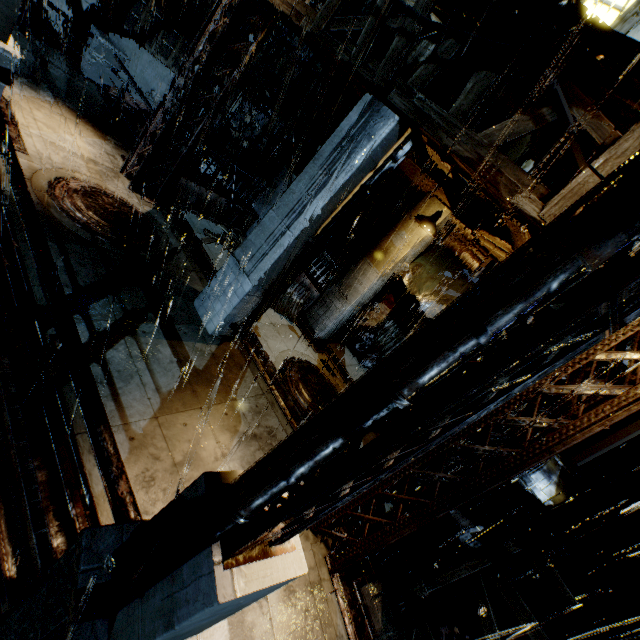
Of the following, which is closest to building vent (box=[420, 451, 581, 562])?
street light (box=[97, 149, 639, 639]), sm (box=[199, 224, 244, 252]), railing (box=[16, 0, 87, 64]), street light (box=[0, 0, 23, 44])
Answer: sm (box=[199, 224, 244, 252])

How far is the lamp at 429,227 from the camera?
7.46m

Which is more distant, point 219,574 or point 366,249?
point 366,249

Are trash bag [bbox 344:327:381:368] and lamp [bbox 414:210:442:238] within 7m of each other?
yes

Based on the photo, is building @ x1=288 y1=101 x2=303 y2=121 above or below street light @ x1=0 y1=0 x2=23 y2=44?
above

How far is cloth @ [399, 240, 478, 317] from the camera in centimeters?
1069cm

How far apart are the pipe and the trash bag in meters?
7.1

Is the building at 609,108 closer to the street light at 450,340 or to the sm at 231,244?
the sm at 231,244
